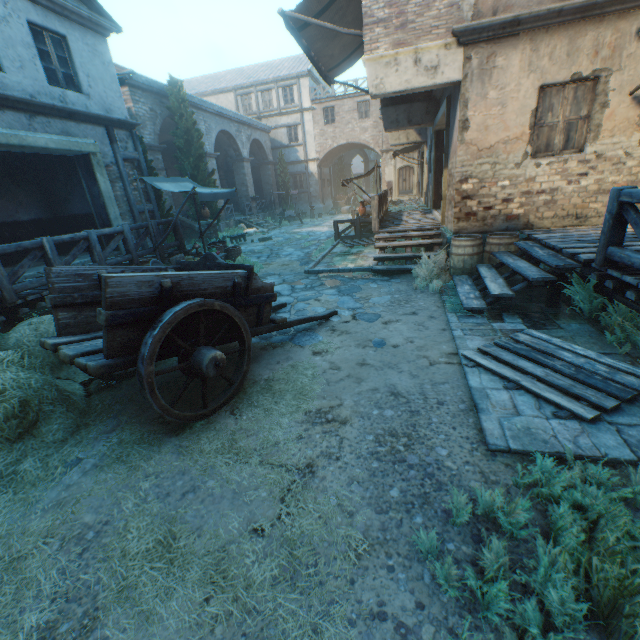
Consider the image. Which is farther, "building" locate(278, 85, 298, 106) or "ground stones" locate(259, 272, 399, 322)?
"building" locate(278, 85, 298, 106)

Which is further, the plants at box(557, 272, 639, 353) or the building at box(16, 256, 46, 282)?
the building at box(16, 256, 46, 282)

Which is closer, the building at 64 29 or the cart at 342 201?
the building at 64 29

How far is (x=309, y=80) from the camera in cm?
2744

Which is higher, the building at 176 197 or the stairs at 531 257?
the building at 176 197

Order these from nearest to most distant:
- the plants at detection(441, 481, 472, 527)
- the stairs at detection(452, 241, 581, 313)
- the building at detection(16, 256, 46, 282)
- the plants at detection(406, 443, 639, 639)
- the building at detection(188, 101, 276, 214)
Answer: the plants at detection(406, 443, 639, 639) → the plants at detection(441, 481, 472, 527) → the stairs at detection(452, 241, 581, 313) → the building at detection(16, 256, 46, 282) → the building at detection(188, 101, 276, 214)

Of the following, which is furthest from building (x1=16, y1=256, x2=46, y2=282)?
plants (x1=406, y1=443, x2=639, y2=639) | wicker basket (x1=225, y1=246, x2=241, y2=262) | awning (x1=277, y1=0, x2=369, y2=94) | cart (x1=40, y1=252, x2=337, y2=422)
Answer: cart (x1=40, y1=252, x2=337, y2=422)

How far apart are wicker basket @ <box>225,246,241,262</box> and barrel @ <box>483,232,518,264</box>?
7.40m
